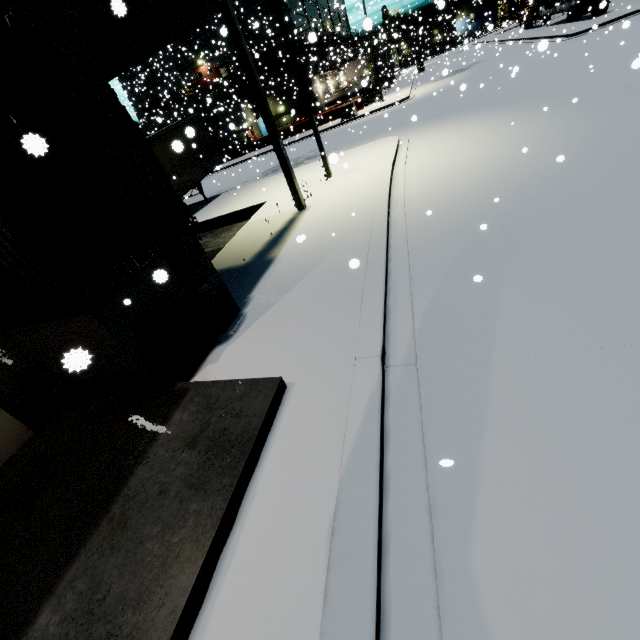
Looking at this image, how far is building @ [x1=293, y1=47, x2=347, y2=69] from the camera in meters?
34.2

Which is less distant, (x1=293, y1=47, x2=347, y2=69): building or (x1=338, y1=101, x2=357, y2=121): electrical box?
(x1=338, y1=101, x2=357, y2=121): electrical box

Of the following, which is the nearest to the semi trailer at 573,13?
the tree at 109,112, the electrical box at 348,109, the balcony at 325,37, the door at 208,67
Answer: the tree at 109,112

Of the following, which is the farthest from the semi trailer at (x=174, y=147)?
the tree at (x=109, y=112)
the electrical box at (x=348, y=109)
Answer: the electrical box at (x=348, y=109)

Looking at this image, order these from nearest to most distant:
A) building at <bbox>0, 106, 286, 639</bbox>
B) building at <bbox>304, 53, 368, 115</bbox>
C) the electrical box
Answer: building at <bbox>0, 106, 286, 639</bbox> → the electrical box → building at <bbox>304, 53, 368, 115</bbox>

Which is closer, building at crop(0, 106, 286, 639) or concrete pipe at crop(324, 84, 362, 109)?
building at crop(0, 106, 286, 639)

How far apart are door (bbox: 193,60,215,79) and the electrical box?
20.19m

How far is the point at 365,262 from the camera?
6.2m
